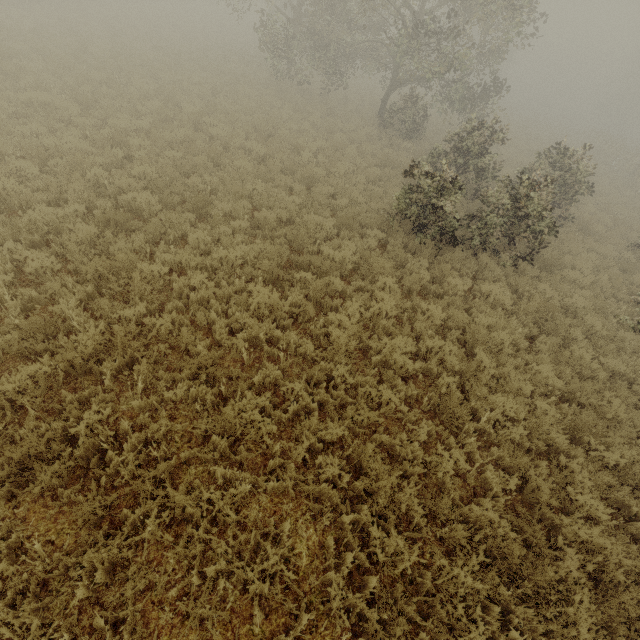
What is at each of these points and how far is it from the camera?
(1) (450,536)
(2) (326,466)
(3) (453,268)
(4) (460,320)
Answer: (1) tree, 4.4 meters
(2) tree, 4.7 meters
(3) tree, 9.6 meters
(4) tree, 7.6 meters

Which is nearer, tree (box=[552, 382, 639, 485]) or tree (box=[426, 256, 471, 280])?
tree (box=[552, 382, 639, 485])

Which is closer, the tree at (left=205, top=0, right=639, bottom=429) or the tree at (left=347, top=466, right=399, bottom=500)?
the tree at (left=347, top=466, right=399, bottom=500)

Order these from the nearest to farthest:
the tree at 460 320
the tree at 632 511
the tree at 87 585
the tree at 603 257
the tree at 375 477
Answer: the tree at 87 585
the tree at 375 477
the tree at 632 511
the tree at 460 320
the tree at 603 257

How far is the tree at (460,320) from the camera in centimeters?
757cm

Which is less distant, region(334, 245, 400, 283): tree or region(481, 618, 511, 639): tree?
region(481, 618, 511, 639): tree

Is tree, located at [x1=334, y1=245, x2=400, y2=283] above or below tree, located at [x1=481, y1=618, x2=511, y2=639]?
above

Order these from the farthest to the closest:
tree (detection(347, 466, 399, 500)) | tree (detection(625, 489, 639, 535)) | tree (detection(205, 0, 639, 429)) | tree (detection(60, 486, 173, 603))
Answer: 1. tree (detection(205, 0, 639, 429))
2. tree (detection(625, 489, 639, 535))
3. tree (detection(347, 466, 399, 500))
4. tree (detection(60, 486, 173, 603))
